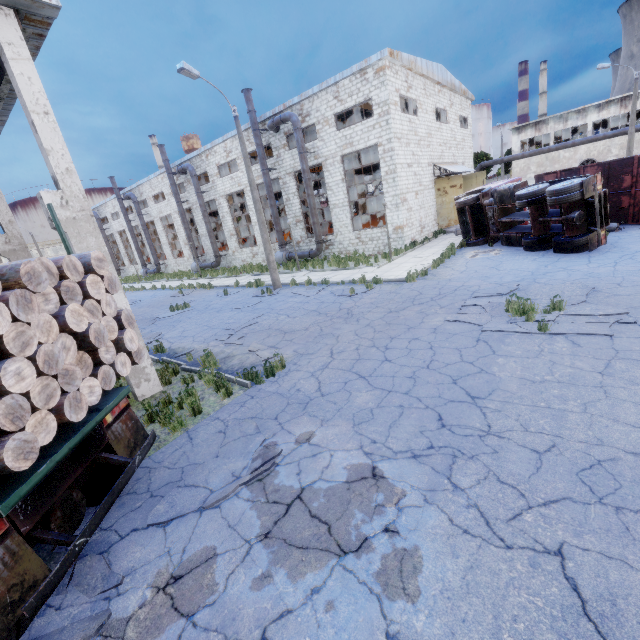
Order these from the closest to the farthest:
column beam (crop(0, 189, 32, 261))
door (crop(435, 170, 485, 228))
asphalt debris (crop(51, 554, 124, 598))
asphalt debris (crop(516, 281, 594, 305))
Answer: asphalt debris (crop(51, 554, 124, 598)) < asphalt debris (crop(516, 281, 594, 305)) < column beam (crop(0, 189, 32, 261)) < door (crop(435, 170, 485, 228))

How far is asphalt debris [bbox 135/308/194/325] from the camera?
15.9 meters

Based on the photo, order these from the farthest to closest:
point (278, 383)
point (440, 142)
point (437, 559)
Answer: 1. point (440, 142)
2. point (278, 383)
3. point (437, 559)

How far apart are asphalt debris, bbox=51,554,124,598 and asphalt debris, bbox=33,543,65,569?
0.12m

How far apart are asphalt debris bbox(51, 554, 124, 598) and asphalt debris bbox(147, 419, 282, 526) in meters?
0.5 m

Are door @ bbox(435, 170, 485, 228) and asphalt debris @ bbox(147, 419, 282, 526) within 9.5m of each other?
no

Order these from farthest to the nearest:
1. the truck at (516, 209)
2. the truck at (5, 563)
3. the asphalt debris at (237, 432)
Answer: the truck at (516, 209), the asphalt debris at (237, 432), the truck at (5, 563)

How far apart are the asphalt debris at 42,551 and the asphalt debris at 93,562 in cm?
12
